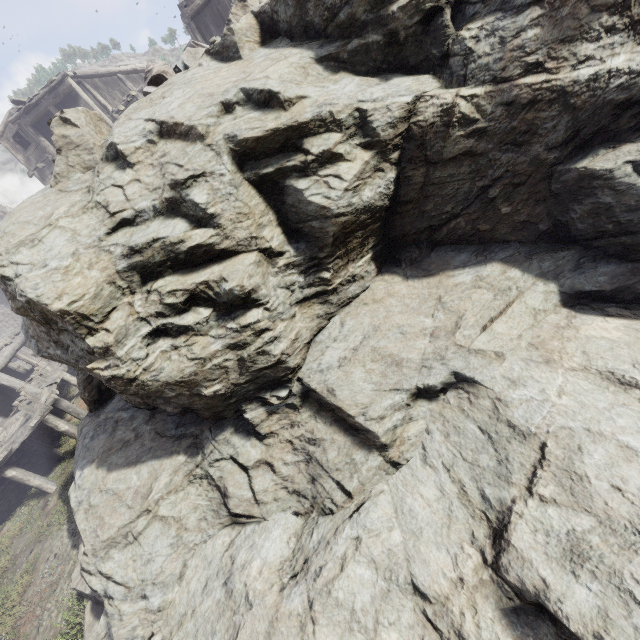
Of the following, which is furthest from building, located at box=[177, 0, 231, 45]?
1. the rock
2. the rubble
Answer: the rubble

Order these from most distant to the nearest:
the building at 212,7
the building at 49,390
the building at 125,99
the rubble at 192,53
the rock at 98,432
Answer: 1. the building at 125,99
2. the building at 212,7
3. the building at 49,390
4. the rubble at 192,53
5. the rock at 98,432

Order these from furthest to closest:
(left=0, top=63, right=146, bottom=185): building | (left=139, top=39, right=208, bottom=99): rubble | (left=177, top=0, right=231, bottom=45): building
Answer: (left=0, top=63, right=146, bottom=185): building, (left=177, top=0, right=231, bottom=45): building, (left=139, top=39, right=208, bottom=99): rubble

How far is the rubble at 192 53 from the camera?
4.8m

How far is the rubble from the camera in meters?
4.8 m

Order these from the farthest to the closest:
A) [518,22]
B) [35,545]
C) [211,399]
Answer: [35,545] < [211,399] < [518,22]
